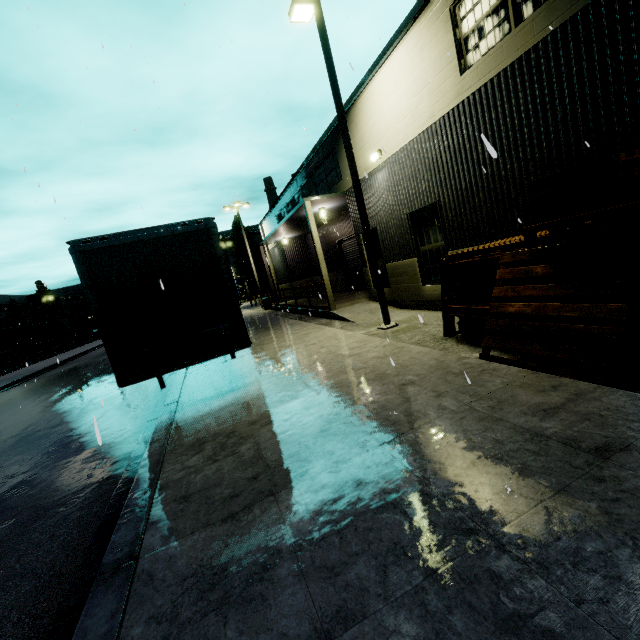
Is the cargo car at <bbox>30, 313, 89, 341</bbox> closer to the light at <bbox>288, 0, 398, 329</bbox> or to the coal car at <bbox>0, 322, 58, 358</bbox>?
the coal car at <bbox>0, 322, 58, 358</bbox>

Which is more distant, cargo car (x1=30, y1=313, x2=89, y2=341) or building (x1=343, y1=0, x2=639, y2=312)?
cargo car (x1=30, y1=313, x2=89, y2=341)

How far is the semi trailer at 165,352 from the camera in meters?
6.0

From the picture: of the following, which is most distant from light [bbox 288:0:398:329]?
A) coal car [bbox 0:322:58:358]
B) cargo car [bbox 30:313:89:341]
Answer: coal car [bbox 0:322:58:358]

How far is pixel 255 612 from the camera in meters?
2.1 m

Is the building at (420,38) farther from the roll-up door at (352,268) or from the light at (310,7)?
the light at (310,7)

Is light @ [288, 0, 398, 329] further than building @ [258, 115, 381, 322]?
No

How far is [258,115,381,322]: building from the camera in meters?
13.9 m
